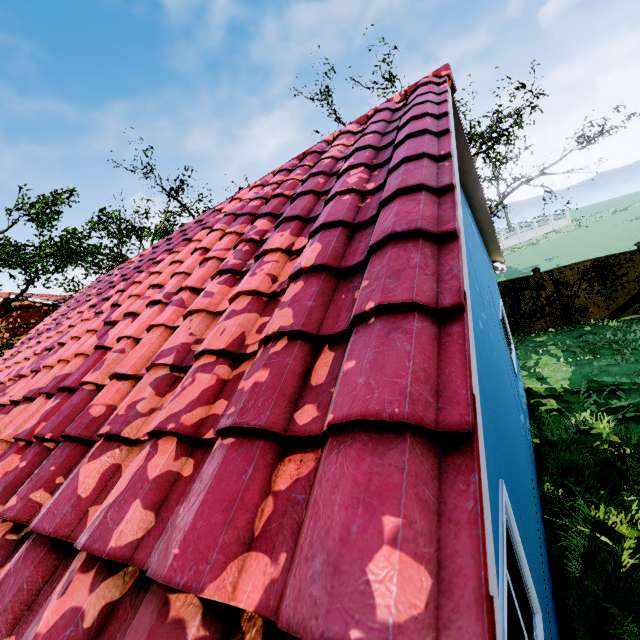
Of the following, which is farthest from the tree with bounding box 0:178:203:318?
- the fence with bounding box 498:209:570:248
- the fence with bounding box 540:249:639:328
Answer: the fence with bounding box 540:249:639:328

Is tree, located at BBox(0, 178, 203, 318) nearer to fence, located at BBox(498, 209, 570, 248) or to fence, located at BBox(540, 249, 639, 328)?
fence, located at BBox(498, 209, 570, 248)

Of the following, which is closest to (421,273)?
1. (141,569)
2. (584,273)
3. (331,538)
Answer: (331,538)

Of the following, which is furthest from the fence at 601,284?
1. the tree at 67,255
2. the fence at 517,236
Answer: the tree at 67,255

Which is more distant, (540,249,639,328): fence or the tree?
the tree
